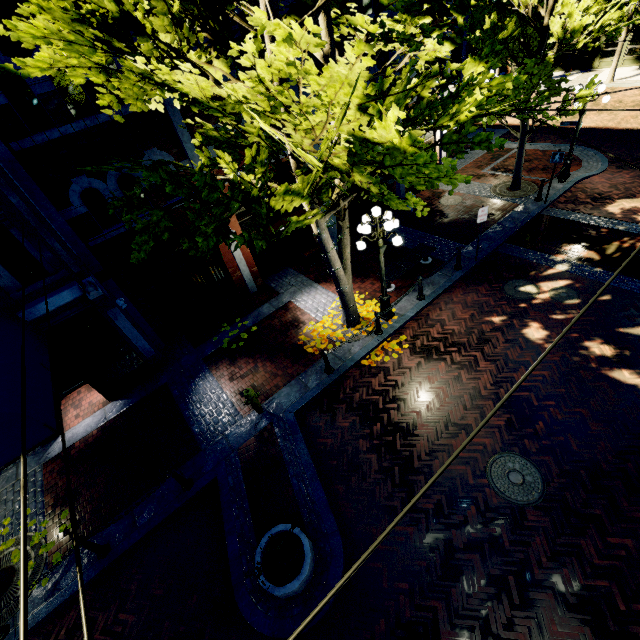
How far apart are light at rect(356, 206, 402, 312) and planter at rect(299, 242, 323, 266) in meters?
4.3 m

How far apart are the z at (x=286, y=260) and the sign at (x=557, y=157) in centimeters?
1042cm

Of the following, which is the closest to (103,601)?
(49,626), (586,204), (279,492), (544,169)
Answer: (49,626)

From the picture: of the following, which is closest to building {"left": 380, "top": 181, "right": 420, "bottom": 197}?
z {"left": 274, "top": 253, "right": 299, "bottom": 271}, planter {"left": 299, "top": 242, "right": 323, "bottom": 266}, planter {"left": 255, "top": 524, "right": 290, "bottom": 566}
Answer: planter {"left": 255, "top": 524, "right": 290, "bottom": 566}

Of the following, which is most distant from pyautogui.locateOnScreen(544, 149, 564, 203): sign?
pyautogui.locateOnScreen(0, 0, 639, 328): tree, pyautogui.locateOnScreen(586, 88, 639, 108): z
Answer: pyautogui.locateOnScreen(0, 0, 639, 328): tree

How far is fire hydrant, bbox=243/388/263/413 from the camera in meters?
8.0 m

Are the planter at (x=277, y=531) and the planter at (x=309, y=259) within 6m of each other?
no

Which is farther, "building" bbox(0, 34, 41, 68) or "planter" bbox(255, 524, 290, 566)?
"building" bbox(0, 34, 41, 68)
